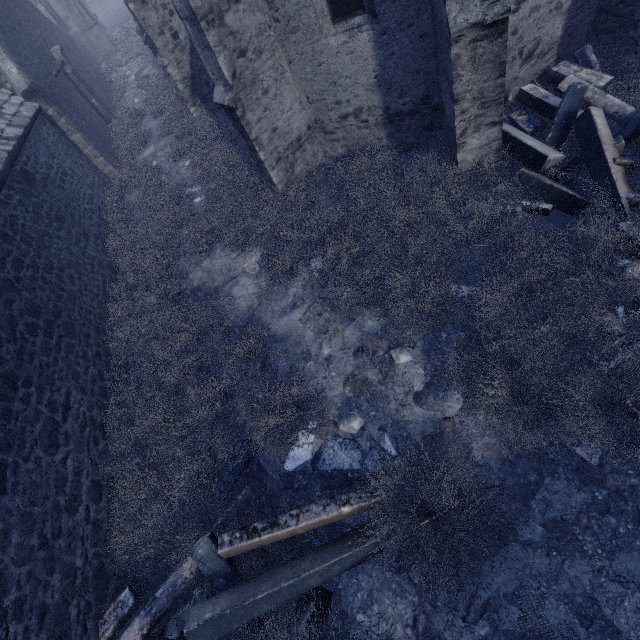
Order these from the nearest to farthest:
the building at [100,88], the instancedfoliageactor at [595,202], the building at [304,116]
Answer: the instancedfoliageactor at [595,202] < the building at [100,88] < the building at [304,116]

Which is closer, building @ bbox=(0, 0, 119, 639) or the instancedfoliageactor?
the instancedfoliageactor

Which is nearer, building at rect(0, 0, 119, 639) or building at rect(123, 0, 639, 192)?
building at rect(0, 0, 119, 639)

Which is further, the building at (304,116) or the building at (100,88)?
the building at (304,116)

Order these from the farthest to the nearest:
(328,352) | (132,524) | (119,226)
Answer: (119,226), (328,352), (132,524)

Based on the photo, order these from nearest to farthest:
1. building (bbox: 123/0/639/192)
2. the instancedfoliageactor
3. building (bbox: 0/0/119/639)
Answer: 1. the instancedfoliageactor
2. building (bbox: 0/0/119/639)
3. building (bbox: 123/0/639/192)

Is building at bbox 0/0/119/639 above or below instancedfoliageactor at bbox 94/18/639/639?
above
